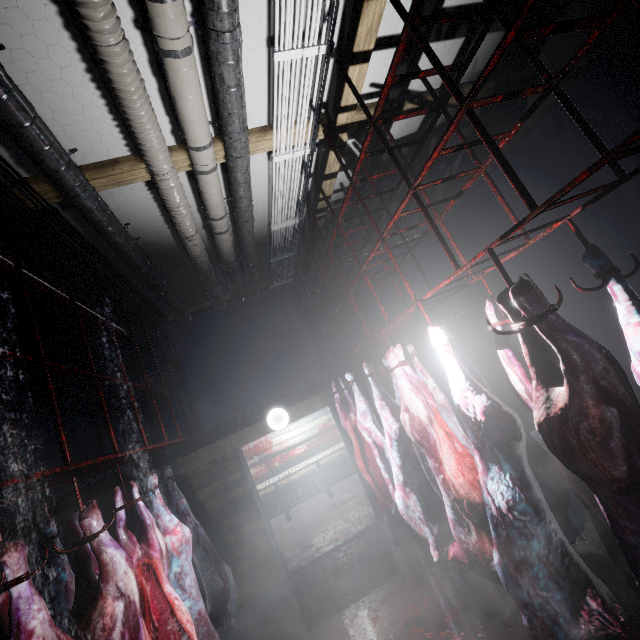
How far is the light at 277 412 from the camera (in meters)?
4.62

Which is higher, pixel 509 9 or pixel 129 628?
pixel 509 9

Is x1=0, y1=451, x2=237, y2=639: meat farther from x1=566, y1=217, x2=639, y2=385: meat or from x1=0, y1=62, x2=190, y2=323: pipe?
x1=566, y1=217, x2=639, y2=385: meat

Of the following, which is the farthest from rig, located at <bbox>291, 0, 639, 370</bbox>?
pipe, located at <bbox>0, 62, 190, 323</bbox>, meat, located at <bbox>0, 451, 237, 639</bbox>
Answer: meat, located at <bbox>0, 451, 237, 639</bbox>

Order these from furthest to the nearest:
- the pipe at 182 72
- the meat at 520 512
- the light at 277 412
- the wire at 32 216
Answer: the light at 277 412 → the wire at 32 216 → the pipe at 182 72 → the meat at 520 512

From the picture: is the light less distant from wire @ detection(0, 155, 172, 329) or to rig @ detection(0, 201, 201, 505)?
rig @ detection(0, 201, 201, 505)

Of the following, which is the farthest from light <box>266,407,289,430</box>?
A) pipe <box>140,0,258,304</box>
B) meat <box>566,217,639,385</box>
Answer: meat <box>566,217,639,385</box>

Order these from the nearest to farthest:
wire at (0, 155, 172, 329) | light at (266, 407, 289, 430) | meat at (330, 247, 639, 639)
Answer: meat at (330, 247, 639, 639), wire at (0, 155, 172, 329), light at (266, 407, 289, 430)
